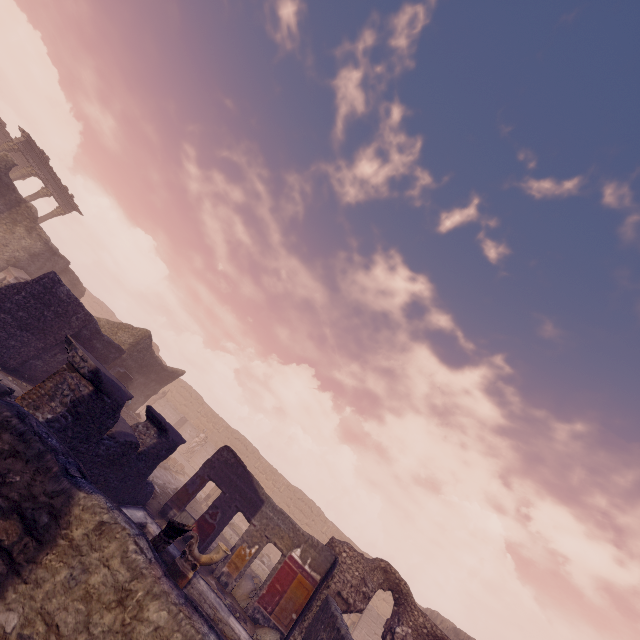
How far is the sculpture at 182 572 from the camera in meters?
7.0 m

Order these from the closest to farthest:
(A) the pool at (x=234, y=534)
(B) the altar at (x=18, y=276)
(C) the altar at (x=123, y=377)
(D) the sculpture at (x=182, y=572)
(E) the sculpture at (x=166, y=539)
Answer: (E) the sculpture at (x=166, y=539) → (D) the sculpture at (x=182, y=572) → (C) the altar at (x=123, y=377) → (B) the altar at (x=18, y=276) → (A) the pool at (x=234, y=534)

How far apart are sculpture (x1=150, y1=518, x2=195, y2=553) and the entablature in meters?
28.2

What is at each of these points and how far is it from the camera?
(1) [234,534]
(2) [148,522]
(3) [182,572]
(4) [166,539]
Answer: (1) pool, 17.1 meters
(2) pool, 8.5 meters
(3) sculpture, 7.0 meters
(4) sculpture, 4.0 meters

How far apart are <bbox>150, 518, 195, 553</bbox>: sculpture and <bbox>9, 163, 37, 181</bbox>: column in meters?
28.5 m

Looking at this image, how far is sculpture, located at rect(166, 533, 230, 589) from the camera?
6.97m

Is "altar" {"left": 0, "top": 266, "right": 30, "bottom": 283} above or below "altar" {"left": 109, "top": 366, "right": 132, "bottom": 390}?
below

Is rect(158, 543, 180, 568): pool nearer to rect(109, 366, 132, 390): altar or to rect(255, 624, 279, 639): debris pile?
rect(255, 624, 279, 639): debris pile
